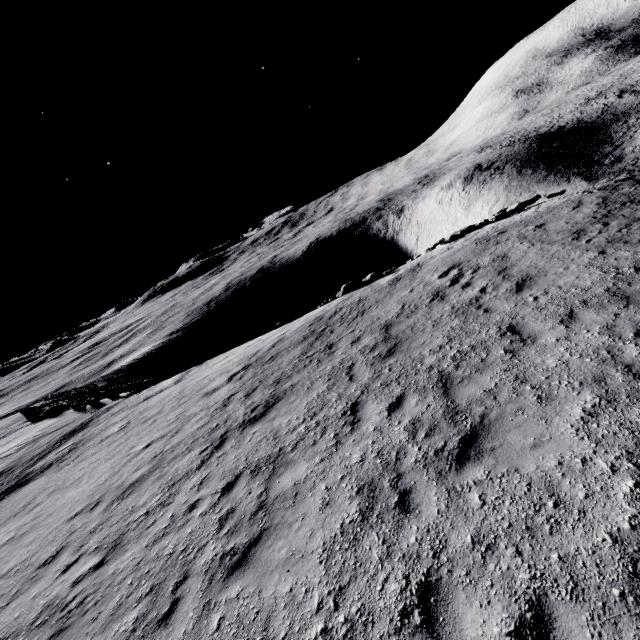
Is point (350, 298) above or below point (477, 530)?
below
